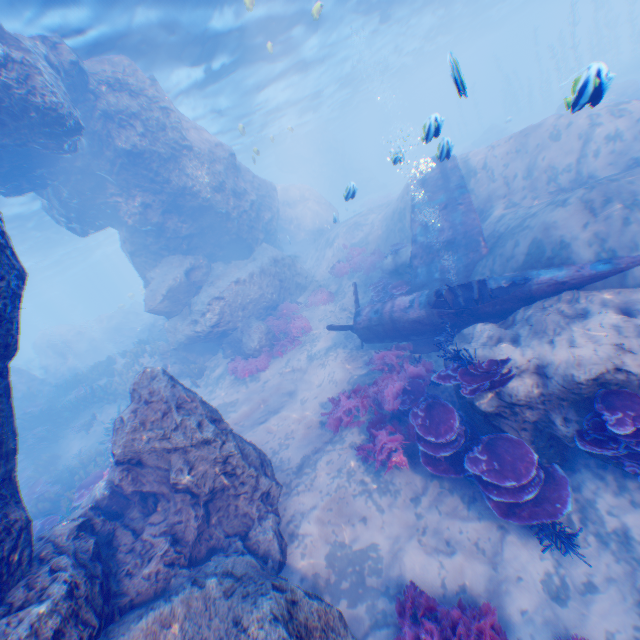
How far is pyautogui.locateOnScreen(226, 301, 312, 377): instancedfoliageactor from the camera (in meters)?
13.62

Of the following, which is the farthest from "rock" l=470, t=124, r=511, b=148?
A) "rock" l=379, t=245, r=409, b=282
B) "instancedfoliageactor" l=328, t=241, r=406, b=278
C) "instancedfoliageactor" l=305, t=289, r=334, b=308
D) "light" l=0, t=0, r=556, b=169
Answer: "instancedfoliageactor" l=305, t=289, r=334, b=308

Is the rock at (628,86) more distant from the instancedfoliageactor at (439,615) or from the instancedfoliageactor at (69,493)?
the instancedfoliageactor at (439,615)

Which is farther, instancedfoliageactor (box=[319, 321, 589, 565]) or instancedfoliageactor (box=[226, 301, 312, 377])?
instancedfoliageactor (box=[226, 301, 312, 377])

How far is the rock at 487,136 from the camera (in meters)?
33.45

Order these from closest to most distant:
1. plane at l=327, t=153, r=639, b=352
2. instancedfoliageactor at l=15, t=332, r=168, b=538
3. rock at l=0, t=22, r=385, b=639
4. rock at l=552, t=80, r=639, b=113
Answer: rock at l=0, t=22, r=385, b=639 → rock at l=552, t=80, r=639, b=113 → plane at l=327, t=153, r=639, b=352 → instancedfoliageactor at l=15, t=332, r=168, b=538

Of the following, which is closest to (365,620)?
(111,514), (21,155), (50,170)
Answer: (111,514)

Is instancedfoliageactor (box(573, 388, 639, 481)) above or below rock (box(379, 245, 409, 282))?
below
